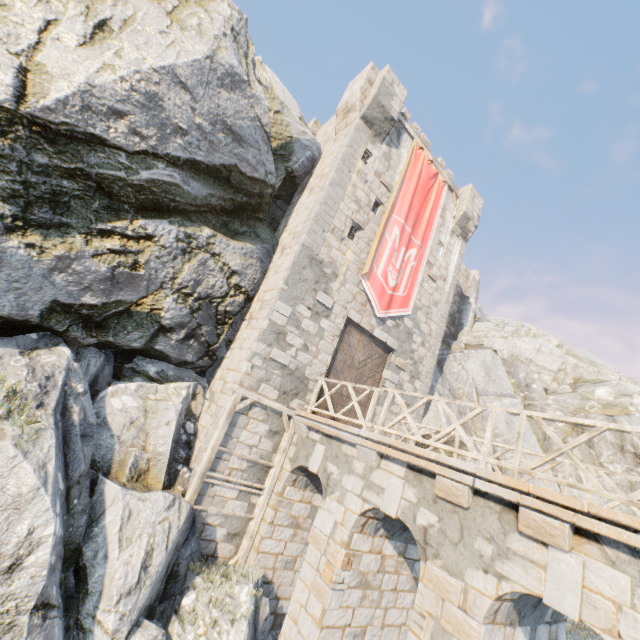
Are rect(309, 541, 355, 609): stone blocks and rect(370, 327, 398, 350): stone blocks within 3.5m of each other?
no

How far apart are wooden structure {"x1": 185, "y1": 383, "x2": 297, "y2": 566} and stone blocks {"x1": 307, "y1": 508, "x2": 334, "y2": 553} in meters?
2.1 m

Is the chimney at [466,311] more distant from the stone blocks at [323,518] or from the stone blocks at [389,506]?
the stone blocks at [323,518]

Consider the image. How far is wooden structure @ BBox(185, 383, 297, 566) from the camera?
8.70m

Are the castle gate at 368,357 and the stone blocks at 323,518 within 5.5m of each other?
yes

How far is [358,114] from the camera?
13.4 meters

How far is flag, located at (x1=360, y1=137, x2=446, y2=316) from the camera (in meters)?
13.23
